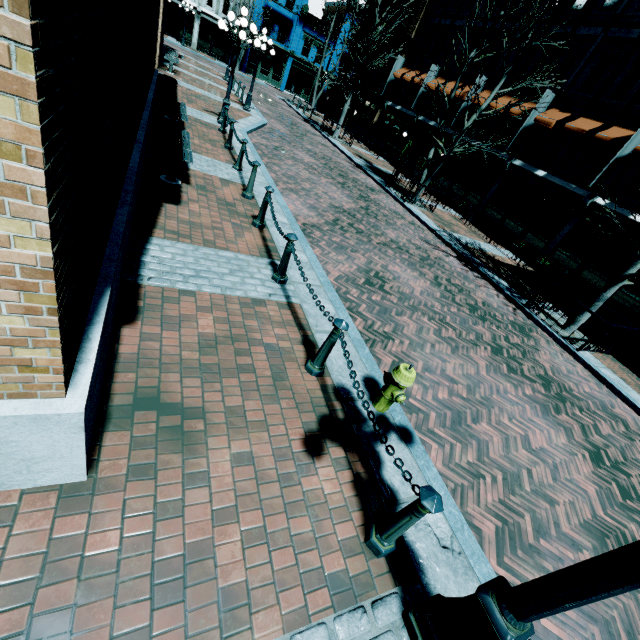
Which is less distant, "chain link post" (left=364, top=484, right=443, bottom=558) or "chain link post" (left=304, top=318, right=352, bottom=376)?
"chain link post" (left=364, top=484, right=443, bottom=558)

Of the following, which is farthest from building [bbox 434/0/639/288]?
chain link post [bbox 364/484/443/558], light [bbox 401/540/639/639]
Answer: chain link post [bbox 364/484/443/558]

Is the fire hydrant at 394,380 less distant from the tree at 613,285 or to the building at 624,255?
the tree at 613,285

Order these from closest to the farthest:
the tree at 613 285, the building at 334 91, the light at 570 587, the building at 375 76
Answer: the light at 570 587
the tree at 613 285
the building at 375 76
the building at 334 91

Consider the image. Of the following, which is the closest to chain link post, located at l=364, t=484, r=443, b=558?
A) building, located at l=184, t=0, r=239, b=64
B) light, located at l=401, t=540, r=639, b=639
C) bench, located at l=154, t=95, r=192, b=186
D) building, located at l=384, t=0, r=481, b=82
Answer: light, located at l=401, t=540, r=639, b=639

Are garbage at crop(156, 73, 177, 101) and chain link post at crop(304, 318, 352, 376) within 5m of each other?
no

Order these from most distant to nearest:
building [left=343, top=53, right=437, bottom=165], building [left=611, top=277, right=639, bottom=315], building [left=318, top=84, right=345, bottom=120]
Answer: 1. building [left=318, top=84, right=345, bottom=120]
2. building [left=343, top=53, right=437, bottom=165]
3. building [left=611, top=277, right=639, bottom=315]

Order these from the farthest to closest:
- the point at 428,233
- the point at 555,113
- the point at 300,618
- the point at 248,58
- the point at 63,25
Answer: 1. the point at 248,58
2. the point at 555,113
3. the point at 428,233
4. the point at 300,618
5. the point at 63,25
